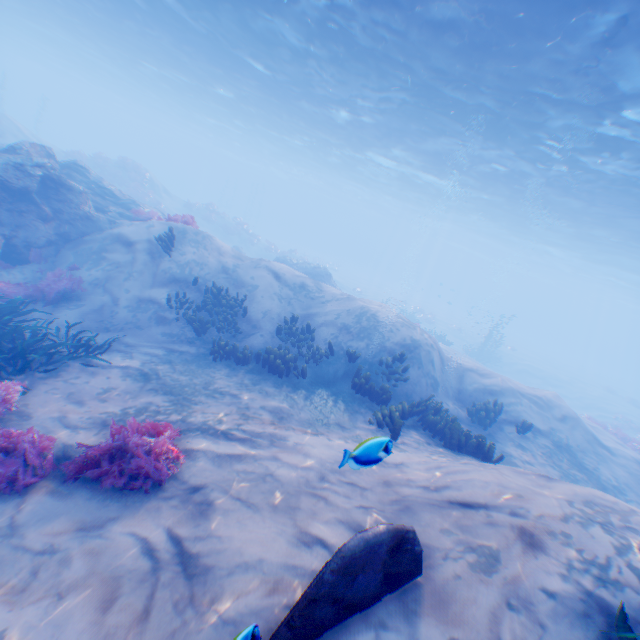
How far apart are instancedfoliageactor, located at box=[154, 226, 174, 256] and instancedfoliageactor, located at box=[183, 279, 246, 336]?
1.6m

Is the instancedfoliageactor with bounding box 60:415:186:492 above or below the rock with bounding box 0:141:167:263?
below

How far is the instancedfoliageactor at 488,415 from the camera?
10.3 meters

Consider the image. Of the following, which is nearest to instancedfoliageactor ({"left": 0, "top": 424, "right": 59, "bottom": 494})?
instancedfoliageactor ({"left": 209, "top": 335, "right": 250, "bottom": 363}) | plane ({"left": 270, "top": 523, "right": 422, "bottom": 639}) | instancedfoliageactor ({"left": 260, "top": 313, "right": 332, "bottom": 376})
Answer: plane ({"left": 270, "top": 523, "right": 422, "bottom": 639})

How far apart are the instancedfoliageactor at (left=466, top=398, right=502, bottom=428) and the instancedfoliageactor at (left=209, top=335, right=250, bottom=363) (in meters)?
7.72

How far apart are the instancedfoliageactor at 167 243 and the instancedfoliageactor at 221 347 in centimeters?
425cm

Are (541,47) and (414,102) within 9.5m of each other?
yes

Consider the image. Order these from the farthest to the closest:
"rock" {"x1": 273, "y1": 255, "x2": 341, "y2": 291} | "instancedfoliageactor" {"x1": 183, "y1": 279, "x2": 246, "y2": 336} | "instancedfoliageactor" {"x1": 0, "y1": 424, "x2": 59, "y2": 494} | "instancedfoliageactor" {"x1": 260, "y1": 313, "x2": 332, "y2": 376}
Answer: "rock" {"x1": 273, "y1": 255, "x2": 341, "y2": 291} → "instancedfoliageactor" {"x1": 183, "y1": 279, "x2": 246, "y2": 336} → "instancedfoliageactor" {"x1": 260, "y1": 313, "x2": 332, "y2": 376} → "instancedfoliageactor" {"x1": 0, "y1": 424, "x2": 59, "y2": 494}
